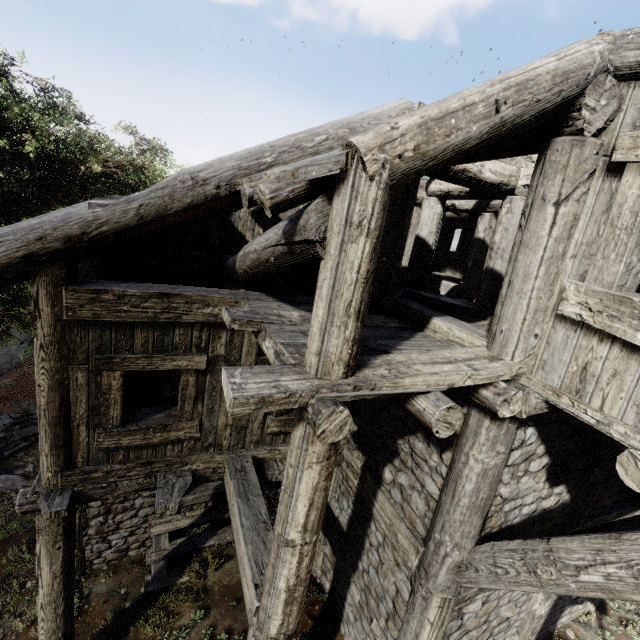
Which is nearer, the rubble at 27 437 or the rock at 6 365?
the rubble at 27 437

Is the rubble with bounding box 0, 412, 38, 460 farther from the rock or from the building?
the building

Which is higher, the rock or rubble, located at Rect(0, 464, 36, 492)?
rubble, located at Rect(0, 464, 36, 492)

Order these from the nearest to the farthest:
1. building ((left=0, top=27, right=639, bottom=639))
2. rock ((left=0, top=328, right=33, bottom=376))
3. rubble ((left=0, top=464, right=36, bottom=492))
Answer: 1. building ((left=0, top=27, right=639, bottom=639))
2. rubble ((left=0, top=464, right=36, bottom=492))
3. rock ((left=0, top=328, right=33, bottom=376))

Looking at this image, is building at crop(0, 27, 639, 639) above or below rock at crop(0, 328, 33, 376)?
above

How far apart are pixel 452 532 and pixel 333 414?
2.9 meters
